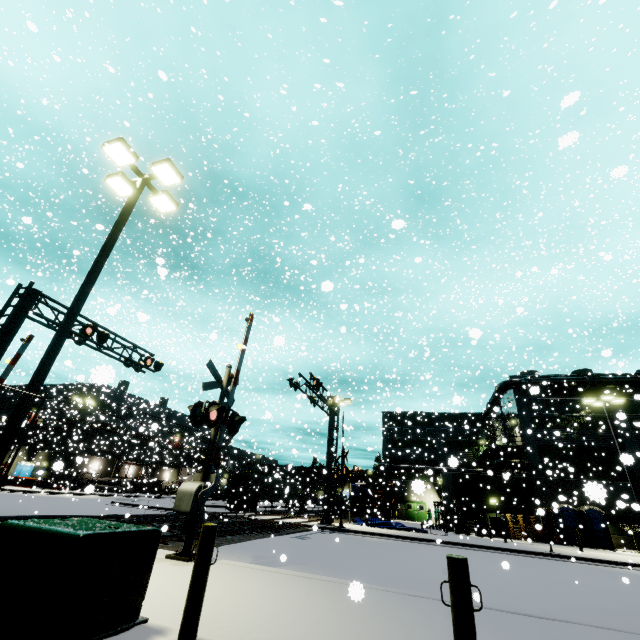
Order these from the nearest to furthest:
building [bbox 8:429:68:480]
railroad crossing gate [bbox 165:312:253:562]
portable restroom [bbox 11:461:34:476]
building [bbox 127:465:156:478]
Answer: railroad crossing gate [bbox 165:312:253:562], building [bbox 8:429:68:480], portable restroom [bbox 11:461:34:476], building [bbox 127:465:156:478]

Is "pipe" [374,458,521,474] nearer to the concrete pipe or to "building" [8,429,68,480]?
"building" [8,429,68,480]

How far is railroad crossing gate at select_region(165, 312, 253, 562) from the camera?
8.1m

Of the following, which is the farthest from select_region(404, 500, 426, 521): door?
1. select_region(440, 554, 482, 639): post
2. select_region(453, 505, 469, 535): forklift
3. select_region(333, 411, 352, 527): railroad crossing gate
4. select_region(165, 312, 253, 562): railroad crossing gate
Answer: select_region(440, 554, 482, 639): post

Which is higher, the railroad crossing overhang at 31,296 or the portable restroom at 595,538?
the railroad crossing overhang at 31,296

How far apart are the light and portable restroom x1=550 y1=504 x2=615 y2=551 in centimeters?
3064cm

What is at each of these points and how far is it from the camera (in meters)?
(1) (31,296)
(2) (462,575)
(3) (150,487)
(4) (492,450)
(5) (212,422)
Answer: (1) railroad crossing overhang, 14.47
(2) post, 3.22
(3) tarp, 48.38
(4) balcony, 35.41
(5) railroad crossing gate, 9.09

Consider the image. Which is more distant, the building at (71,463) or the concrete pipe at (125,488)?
the concrete pipe at (125,488)
